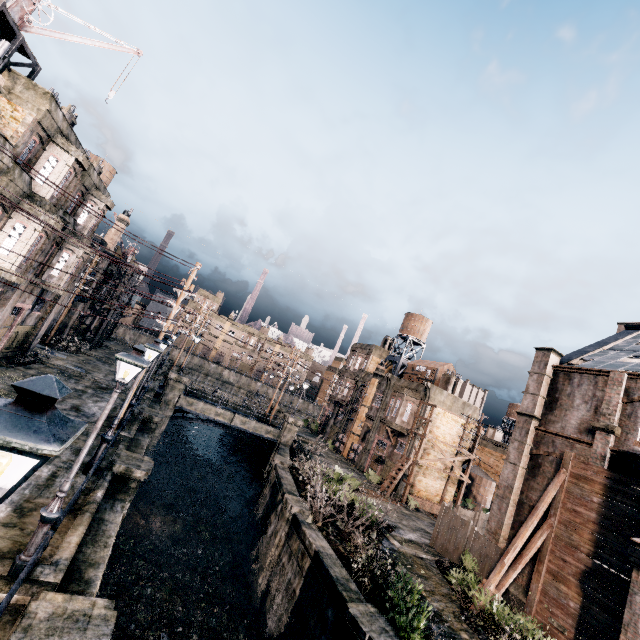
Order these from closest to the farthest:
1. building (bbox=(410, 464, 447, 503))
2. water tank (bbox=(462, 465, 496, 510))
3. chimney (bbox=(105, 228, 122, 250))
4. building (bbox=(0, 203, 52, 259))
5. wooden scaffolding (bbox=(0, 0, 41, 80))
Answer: wooden scaffolding (bbox=(0, 0, 41, 80)) < building (bbox=(0, 203, 52, 259)) < building (bbox=(410, 464, 447, 503)) < chimney (bbox=(105, 228, 122, 250)) < water tank (bbox=(462, 465, 496, 510))

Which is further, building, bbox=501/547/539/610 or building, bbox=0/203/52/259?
building, bbox=501/547/539/610

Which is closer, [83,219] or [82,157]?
[82,157]

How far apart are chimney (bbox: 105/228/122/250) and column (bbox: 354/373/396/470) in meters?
36.6 m

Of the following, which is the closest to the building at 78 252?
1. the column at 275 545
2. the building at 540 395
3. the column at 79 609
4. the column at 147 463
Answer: Result: the column at 147 463

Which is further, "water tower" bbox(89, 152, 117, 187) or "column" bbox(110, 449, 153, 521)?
"water tower" bbox(89, 152, 117, 187)

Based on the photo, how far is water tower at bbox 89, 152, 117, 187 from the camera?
37.25m

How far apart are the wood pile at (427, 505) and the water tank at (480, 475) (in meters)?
15.53
